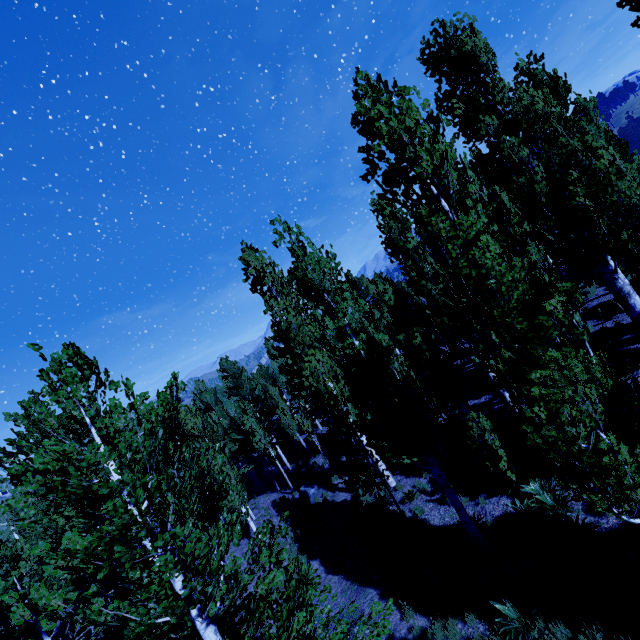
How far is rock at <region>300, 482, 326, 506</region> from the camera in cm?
1803

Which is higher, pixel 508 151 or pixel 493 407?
pixel 508 151

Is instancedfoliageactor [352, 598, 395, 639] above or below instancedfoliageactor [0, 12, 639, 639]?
below

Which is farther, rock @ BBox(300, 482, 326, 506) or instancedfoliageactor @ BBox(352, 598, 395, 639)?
rock @ BBox(300, 482, 326, 506)

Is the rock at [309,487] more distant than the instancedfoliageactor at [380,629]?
Yes

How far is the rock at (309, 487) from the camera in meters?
18.0

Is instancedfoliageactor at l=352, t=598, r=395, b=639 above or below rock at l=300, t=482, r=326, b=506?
above
